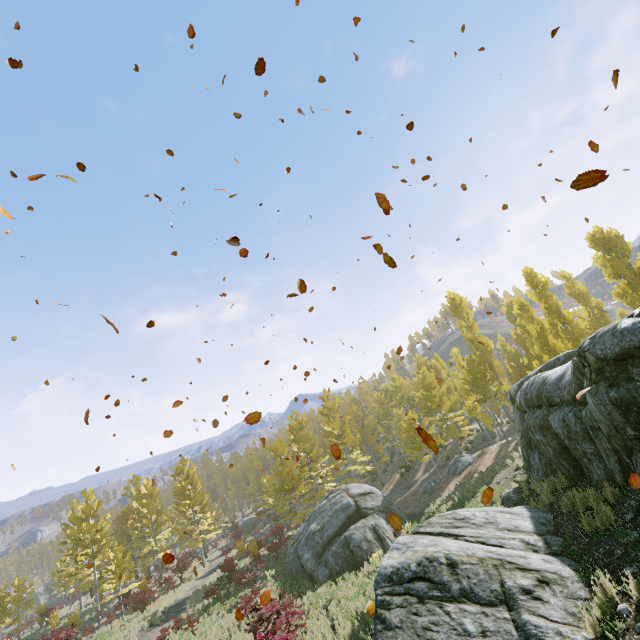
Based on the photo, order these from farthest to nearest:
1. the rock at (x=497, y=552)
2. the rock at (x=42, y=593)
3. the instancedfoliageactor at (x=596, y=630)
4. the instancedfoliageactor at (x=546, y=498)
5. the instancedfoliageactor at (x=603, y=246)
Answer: the rock at (x=42, y=593)
the instancedfoliageactor at (x=603, y=246)
the instancedfoliageactor at (x=546, y=498)
the rock at (x=497, y=552)
the instancedfoliageactor at (x=596, y=630)

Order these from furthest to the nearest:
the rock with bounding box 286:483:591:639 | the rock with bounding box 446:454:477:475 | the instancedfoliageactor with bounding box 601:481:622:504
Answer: the rock with bounding box 446:454:477:475, the instancedfoliageactor with bounding box 601:481:622:504, the rock with bounding box 286:483:591:639

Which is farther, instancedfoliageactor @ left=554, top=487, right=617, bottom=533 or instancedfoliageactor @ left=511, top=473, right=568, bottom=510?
instancedfoliageactor @ left=511, top=473, right=568, bottom=510

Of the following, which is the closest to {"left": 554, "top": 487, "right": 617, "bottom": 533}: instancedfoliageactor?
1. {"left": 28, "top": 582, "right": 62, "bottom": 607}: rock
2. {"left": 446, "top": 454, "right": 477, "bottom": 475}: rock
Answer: {"left": 446, "top": 454, "right": 477, "bottom": 475}: rock

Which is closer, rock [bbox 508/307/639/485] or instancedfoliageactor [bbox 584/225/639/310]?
rock [bbox 508/307/639/485]

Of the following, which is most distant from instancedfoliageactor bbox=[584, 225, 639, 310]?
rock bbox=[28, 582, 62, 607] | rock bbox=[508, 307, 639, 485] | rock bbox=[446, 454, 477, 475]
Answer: rock bbox=[28, 582, 62, 607]

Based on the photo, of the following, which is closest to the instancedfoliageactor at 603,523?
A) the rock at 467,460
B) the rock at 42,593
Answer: the rock at 467,460

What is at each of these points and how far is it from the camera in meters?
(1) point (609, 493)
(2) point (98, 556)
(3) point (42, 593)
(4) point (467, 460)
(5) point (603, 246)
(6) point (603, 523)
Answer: (1) instancedfoliageactor, 6.9 m
(2) instancedfoliageactor, 30.5 m
(3) rock, 58.5 m
(4) rock, 25.2 m
(5) instancedfoliageactor, 23.1 m
(6) instancedfoliageactor, 6.4 m
